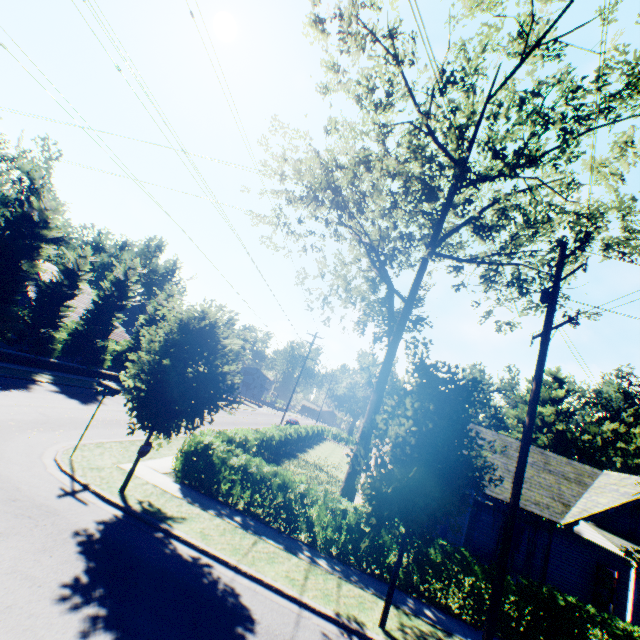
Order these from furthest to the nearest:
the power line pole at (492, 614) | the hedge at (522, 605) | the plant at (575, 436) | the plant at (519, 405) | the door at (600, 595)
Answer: the plant at (519, 405) → the plant at (575, 436) → the door at (600, 595) → the hedge at (522, 605) → the power line pole at (492, 614)

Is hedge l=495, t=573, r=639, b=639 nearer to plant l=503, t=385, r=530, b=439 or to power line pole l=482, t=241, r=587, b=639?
power line pole l=482, t=241, r=587, b=639

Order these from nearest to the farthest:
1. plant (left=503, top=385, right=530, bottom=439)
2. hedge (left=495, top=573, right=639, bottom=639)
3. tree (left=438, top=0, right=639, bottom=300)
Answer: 1. hedge (left=495, top=573, right=639, bottom=639)
2. tree (left=438, top=0, right=639, bottom=300)
3. plant (left=503, top=385, right=530, bottom=439)

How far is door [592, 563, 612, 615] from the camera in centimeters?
1675cm

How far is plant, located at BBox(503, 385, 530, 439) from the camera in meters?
52.7

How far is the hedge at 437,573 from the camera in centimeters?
989cm

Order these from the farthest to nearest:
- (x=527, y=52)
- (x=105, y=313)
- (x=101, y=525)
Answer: (x=105, y=313)
(x=527, y=52)
(x=101, y=525)

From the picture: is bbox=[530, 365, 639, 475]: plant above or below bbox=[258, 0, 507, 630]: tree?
above
